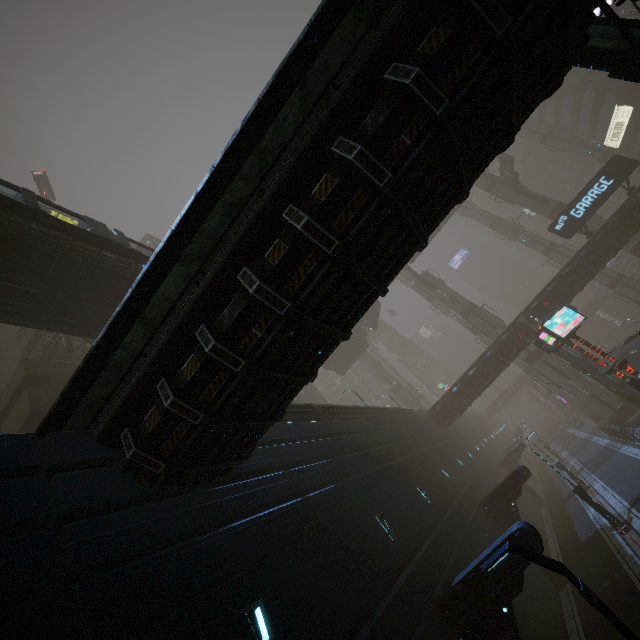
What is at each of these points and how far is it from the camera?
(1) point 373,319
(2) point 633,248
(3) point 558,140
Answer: (1) bridge, 43.7m
(2) sm, 34.2m
(3) sm, 50.7m

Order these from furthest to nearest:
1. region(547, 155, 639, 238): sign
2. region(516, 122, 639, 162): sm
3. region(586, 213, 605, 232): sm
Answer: region(516, 122, 639, 162): sm, region(586, 213, 605, 232): sm, region(547, 155, 639, 238): sign

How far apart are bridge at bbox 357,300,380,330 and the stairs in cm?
0

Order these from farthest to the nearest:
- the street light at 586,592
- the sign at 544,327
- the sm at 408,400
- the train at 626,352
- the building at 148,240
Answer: the sm at 408,400, the building at 148,240, the train at 626,352, the sign at 544,327, the street light at 586,592

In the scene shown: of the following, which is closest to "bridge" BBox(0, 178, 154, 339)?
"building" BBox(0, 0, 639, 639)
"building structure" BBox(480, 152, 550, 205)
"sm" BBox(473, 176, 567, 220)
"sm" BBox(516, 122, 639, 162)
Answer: "sm" BBox(473, 176, 567, 220)

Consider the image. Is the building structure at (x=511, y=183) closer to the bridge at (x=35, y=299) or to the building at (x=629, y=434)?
the building at (x=629, y=434)

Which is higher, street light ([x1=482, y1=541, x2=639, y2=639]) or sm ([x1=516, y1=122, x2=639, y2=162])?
sm ([x1=516, y1=122, x2=639, y2=162])

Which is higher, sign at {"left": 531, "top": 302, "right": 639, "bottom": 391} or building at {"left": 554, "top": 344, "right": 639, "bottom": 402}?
sign at {"left": 531, "top": 302, "right": 639, "bottom": 391}
